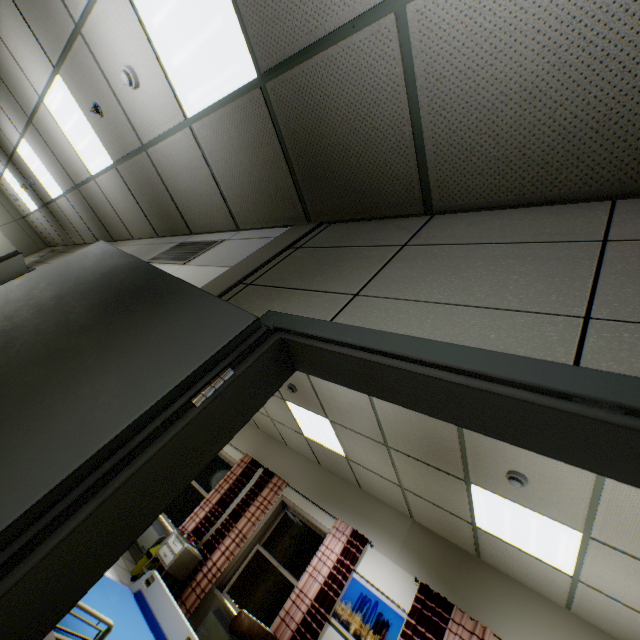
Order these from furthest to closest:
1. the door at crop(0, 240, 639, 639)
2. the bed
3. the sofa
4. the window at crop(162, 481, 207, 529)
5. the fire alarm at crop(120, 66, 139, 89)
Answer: the window at crop(162, 481, 207, 529), the sofa, the fire alarm at crop(120, 66, 139, 89), the bed, the door at crop(0, 240, 639, 639)

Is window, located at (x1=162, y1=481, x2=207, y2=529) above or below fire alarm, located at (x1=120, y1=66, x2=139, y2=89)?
below

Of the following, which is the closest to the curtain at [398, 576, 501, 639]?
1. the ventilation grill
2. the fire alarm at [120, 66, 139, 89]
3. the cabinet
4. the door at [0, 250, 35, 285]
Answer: the cabinet

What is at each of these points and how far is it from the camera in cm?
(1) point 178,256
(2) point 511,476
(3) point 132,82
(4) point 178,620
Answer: (1) ventilation grill, 321
(2) fire alarm, 289
(3) fire alarm, 280
(4) bed, 264

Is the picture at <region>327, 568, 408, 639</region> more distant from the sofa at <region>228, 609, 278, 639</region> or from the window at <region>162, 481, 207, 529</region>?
the window at <region>162, 481, 207, 529</region>

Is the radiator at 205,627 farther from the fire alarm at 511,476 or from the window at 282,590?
the fire alarm at 511,476

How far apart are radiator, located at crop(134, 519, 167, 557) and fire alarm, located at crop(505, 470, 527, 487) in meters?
6.5

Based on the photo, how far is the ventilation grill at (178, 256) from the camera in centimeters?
304cm
